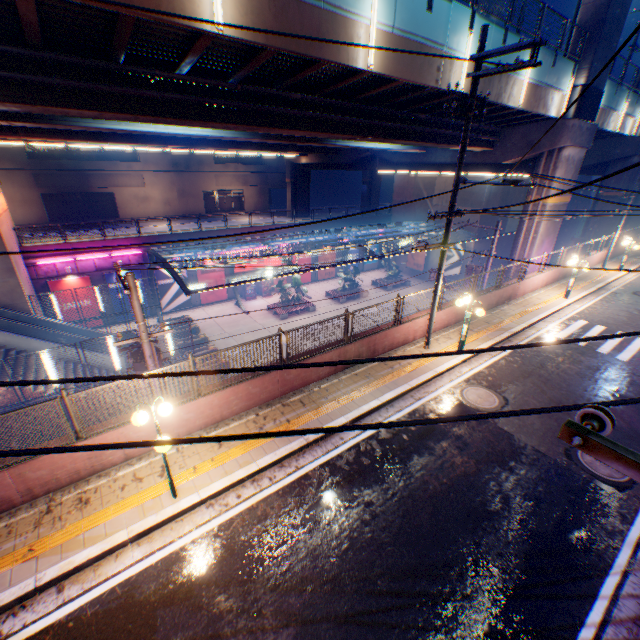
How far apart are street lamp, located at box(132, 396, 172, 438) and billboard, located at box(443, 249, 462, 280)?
34.83m

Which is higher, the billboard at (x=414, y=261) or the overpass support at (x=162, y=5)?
the overpass support at (x=162, y=5)

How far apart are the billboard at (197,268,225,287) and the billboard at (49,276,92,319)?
8.07m

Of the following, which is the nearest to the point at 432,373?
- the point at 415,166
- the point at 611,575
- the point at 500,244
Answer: the point at 611,575

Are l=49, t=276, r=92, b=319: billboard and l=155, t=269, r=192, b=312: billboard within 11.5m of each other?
yes

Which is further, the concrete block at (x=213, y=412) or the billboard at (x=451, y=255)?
the billboard at (x=451, y=255)

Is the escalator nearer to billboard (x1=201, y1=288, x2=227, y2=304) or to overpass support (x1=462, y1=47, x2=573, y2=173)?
overpass support (x1=462, y1=47, x2=573, y2=173)

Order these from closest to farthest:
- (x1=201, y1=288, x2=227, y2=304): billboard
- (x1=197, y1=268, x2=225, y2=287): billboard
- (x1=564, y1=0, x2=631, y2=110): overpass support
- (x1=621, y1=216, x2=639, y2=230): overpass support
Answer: →
1. (x1=564, y1=0, x2=631, y2=110): overpass support
2. (x1=197, y1=268, x2=225, y2=287): billboard
3. (x1=201, y1=288, x2=227, y2=304): billboard
4. (x1=621, y1=216, x2=639, y2=230): overpass support
